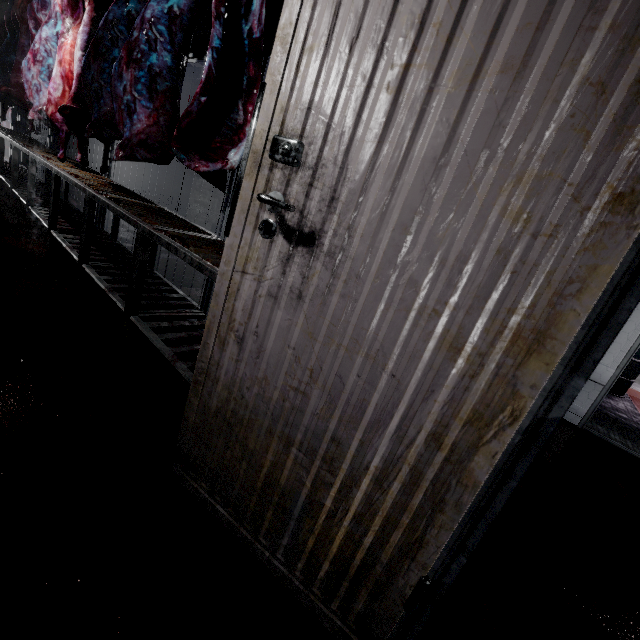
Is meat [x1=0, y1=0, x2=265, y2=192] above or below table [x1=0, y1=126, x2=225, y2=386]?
above

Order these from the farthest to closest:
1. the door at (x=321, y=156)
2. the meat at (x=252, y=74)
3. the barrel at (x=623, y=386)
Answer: the barrel at (x=623, y=386), the meat at (x=252, y=74), the door at (x=321, y=156)

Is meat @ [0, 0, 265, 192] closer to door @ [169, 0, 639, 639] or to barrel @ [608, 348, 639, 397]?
door @ [169, 0, 639, 639]

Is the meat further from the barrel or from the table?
the barrel

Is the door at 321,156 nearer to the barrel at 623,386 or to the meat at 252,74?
the meat at 252,74

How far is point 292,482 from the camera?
1.0 meters

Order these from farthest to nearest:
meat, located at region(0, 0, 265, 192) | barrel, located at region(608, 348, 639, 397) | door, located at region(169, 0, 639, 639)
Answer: barrel, located at region(608, 348, 639, 397) → meat, located at region(0, 0, 265, 192) → door, located at region(169, 0, 639, 639)

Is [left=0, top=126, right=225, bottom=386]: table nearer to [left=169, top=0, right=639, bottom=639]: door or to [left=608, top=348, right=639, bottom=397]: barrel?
[left=169, top=0, right=639, bottom=639]: door
